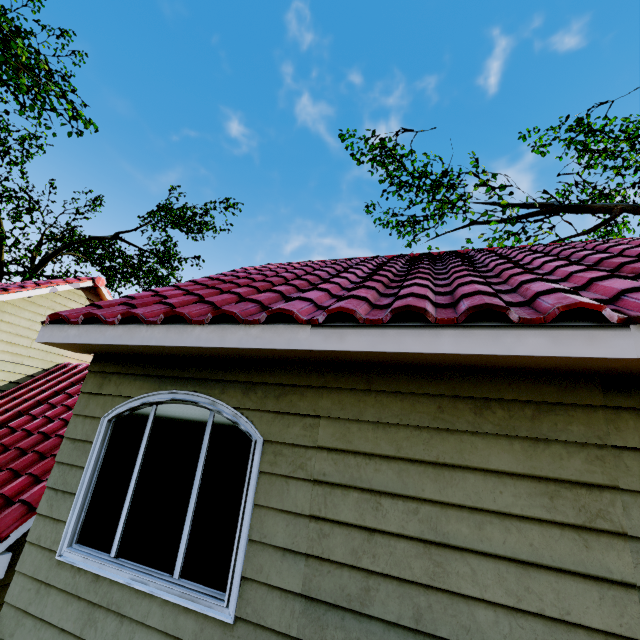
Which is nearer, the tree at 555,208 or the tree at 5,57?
the tree at 5,57

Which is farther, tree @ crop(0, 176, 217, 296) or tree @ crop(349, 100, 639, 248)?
tree @ crop(0, 176, 217, 296)

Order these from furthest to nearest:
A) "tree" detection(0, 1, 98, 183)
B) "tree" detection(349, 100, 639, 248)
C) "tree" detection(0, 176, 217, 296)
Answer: "tree" detection(0, 176, 217, 296) < "tree" detection(349, 100, 639, 248) < "tree" detection(0, 1, 98, 183)

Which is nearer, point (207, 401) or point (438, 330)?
point (438, 330)

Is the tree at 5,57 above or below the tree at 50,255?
below

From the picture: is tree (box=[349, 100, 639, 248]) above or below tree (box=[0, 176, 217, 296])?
above
